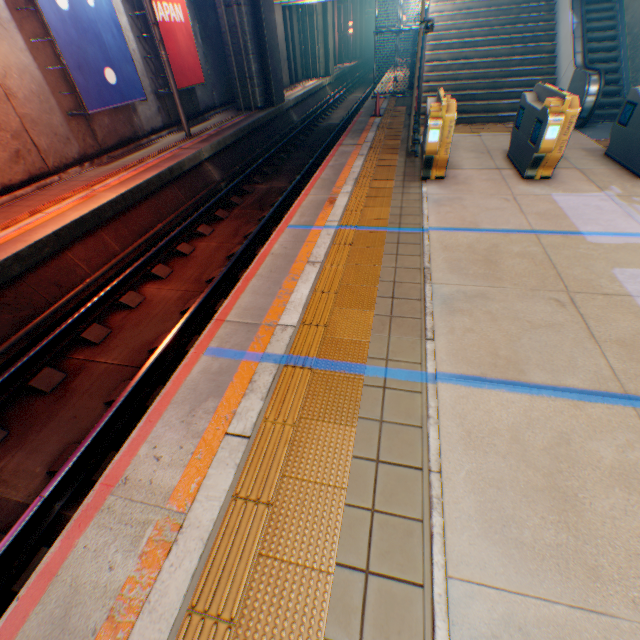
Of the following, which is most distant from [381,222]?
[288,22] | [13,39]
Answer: [288,22]

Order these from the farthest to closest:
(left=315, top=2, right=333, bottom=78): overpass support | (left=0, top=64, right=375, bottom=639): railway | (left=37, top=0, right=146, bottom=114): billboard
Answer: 1. (left=315, top=2, right=333, bottom=78): overpass support
2. (left=37, top=0, right=146, bottom=114): billboard
3. (left=0, top=64, right=375, bottom=639): railway

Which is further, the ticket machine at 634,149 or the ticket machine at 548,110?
the ticket machine at 634,149

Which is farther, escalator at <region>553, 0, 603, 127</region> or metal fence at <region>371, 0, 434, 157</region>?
escalator at <region>553, 0, 603, 127</region>

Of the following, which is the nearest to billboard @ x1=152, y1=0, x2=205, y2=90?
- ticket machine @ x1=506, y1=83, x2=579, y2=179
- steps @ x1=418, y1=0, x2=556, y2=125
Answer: steps @ x1=418, y1=0, x2=556, y2=125

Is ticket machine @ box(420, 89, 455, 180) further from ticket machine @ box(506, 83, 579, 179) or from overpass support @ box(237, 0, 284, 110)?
overpass support @ box(237, 0, 284, 110)

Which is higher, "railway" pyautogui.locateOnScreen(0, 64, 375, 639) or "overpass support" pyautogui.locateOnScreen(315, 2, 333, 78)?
"overpass support" pyautogui.locateOnScreen(315, 2, 333, 78)

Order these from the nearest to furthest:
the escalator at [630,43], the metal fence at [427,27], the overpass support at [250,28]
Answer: the metal fence at [427,27]
the escalator at [630,43]
the overpass support at [250,28]
